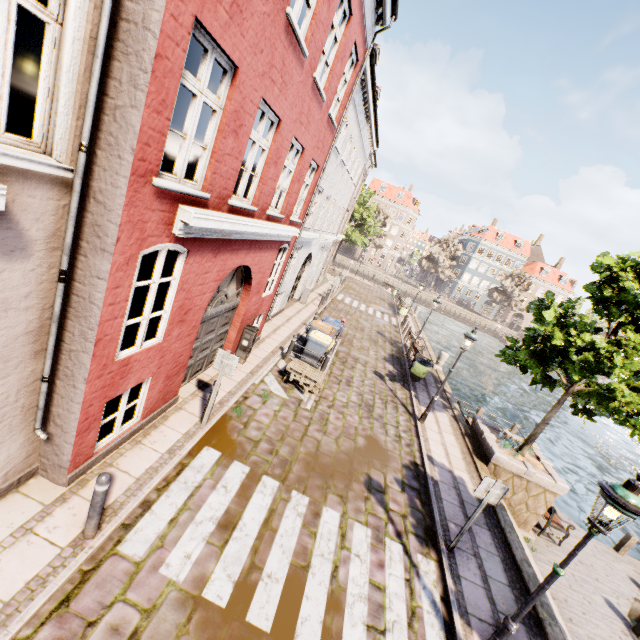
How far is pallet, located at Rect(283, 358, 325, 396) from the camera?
10.20m

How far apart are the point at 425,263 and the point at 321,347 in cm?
5182

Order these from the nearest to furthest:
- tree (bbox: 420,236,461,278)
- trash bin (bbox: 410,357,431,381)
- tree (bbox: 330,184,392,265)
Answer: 1. trash bin (bbox: 410,357,431,381)
2. tree (bbox: 330,184,392,265)
3. tree (bbox: 420,236,461,278)

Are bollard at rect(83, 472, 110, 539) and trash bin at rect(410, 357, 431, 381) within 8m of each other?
no

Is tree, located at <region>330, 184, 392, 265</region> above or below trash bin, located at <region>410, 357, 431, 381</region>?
above

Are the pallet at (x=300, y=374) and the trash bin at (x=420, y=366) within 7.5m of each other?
yes

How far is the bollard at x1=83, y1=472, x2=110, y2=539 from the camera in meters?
4.1

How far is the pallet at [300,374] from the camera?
10.2m
